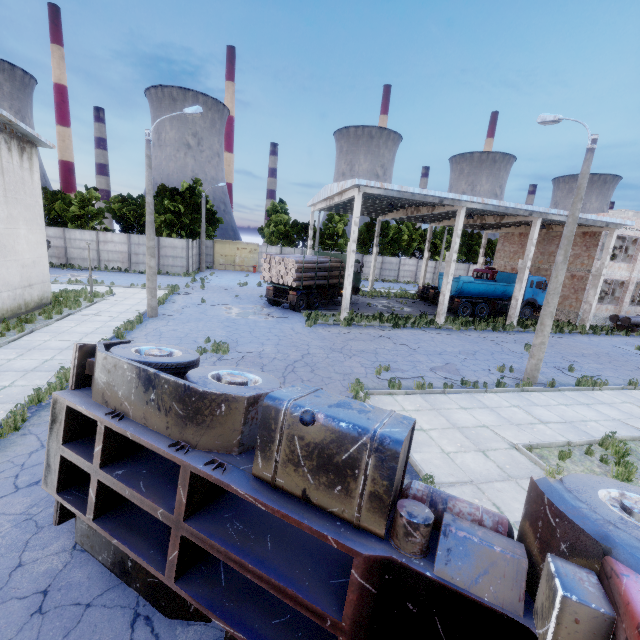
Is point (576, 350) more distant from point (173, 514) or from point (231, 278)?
point (231, 278)

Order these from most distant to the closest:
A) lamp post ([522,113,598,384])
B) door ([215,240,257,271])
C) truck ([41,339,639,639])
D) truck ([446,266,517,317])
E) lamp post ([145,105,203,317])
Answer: door ([215,240,257,271]) < truck ([446,266,517,317]) < lamp post ([145,105,203,317]) < lamp post ([522,113,598,384]) < truck ([41,339,639,639])

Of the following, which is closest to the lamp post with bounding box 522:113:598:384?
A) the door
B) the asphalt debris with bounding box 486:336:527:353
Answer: the asphalt debris with bounding box 486:336:527:353

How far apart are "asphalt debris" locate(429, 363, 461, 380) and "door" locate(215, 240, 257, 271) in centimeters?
3459cm

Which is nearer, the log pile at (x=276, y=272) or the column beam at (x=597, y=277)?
the log pile at (x=276, y=272)

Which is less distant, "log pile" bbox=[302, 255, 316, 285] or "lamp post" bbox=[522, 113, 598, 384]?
"lamp post" bbox=[522, 113, 598, 384]

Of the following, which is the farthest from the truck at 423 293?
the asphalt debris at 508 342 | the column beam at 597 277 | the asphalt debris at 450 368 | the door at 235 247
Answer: the door at 235 247

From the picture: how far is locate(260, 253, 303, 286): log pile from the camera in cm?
2011
